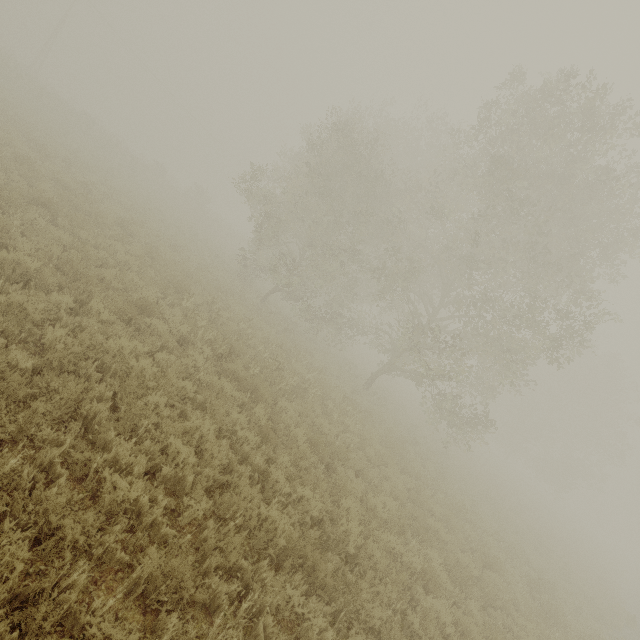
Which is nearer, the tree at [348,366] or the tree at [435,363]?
the tree at [435,363]

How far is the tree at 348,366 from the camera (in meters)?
18.45

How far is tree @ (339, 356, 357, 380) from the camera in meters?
18.5 m

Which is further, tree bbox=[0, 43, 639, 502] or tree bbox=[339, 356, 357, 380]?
tree bbox=[339, 356, 357, 380]

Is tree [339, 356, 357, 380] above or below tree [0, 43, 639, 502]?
below

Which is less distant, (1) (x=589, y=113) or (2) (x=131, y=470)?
(2) (x=131, y=470)
